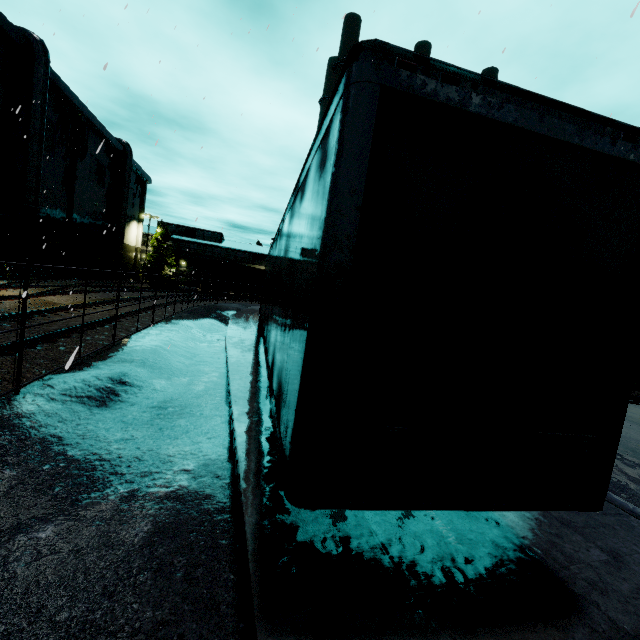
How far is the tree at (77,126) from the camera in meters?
26.9 m

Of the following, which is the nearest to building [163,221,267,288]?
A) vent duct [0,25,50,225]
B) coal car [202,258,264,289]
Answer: vent duct [0,25,50,225]

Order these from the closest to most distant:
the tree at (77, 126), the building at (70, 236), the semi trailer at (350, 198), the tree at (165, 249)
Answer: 1. the semi trailer at (350, 198)
2. the building at (70, 236)
3. the tree at (77, 126)
4. the tree at (165, 249)

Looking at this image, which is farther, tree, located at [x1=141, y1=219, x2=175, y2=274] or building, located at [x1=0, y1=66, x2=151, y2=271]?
tree, located at [x1=141, y1=219, x2=175, y2=274]

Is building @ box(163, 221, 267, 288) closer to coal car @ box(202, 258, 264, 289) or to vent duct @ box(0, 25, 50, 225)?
vent duct @ box(0, 25, 50, 225)

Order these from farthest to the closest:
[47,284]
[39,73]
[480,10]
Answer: [39,73] < [47,284] < [480,10]

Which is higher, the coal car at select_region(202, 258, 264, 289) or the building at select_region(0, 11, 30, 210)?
the building at select_region(0, 11, 30, 210)
